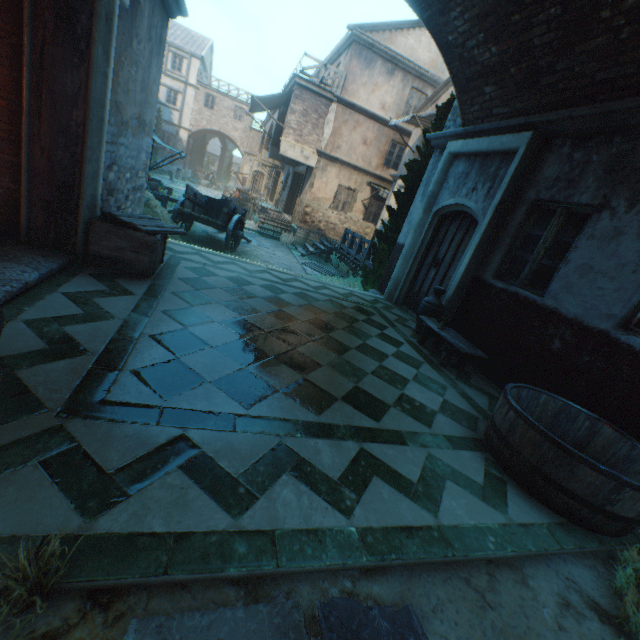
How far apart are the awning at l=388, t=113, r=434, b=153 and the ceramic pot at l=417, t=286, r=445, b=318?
9.57m

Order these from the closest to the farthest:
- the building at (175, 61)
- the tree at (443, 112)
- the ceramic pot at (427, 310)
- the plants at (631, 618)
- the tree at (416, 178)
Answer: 1. the plants at (631, 618)
2. the ceramic pot at (427, 310)
3. the tree at (443, 112)
4. the tree at (416, 178)
5. the building at (175, 61)

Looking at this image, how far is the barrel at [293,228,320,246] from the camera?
16.9m

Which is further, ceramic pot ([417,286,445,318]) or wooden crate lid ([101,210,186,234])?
ceramic pot ([417,286,445,318])

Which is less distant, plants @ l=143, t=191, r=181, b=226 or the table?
the table

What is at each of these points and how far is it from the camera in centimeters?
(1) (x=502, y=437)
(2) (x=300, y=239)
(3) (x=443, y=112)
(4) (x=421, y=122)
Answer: (1) cask, 299cm
(2) barrel, 1698cm
(3) tree, 814cm
(4) awning, 1302cm

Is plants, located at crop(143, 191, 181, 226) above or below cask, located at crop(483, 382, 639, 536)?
below

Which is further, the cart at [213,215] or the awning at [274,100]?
the awning at [274,100]
